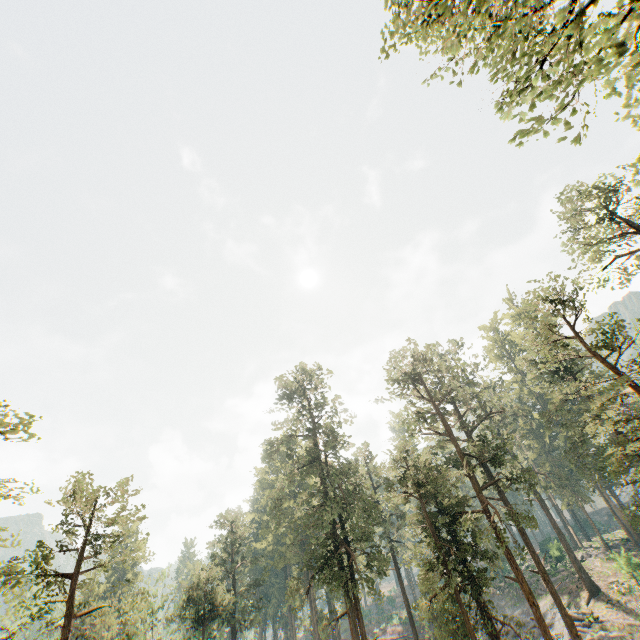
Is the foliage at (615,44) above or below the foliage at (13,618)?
above

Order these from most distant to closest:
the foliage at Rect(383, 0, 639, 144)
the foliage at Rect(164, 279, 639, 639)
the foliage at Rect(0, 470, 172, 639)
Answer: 1. the foliage at Rect(164, 279, 639, 639)
2. the foliage at Rect(0, 470, 172, 639)
3. the foliage at Rect(383, 0, 639, 144)

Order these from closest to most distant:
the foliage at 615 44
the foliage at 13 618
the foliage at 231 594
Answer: the foliage at 615 44, the foliage at 13 618, the foliage at 231 594

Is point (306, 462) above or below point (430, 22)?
below

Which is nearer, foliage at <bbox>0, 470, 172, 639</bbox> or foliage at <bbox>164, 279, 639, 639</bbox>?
foliage at <bbox>0, 470, 172, 639</bbox>

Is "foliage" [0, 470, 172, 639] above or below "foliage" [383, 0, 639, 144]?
below
